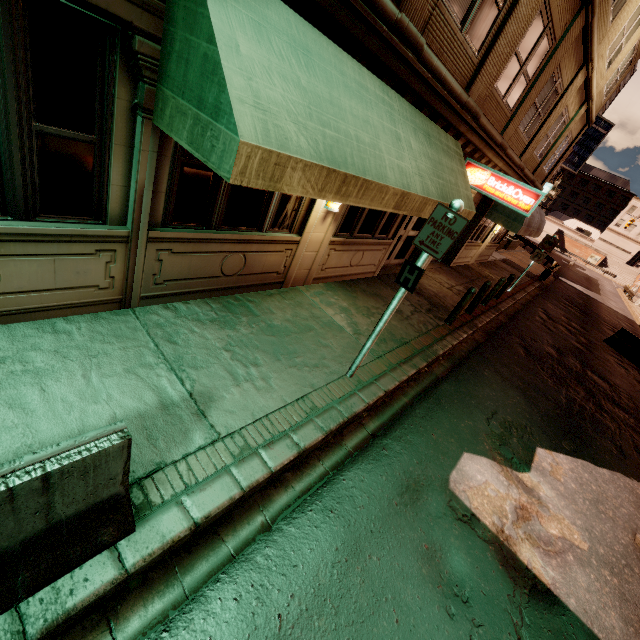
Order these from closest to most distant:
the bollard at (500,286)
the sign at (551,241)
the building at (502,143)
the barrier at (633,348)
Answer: the building at (502,143) → the bollard at (500,286) → the sign at (551,241) → the barrier at (633,348)

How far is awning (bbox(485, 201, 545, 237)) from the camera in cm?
1320

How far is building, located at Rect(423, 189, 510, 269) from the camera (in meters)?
13.62

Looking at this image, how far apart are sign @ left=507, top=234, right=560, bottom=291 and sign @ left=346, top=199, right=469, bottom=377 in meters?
13.8

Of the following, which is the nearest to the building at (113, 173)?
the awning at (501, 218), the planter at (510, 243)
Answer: the awning at (501, 218)

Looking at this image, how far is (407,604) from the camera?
3.2m

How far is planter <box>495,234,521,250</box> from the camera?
26.8 meters

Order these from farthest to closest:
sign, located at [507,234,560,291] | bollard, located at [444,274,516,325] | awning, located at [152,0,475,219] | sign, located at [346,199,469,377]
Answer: sign, located at [507,234,560,291]
bollard, located at [444,274,516,325]
sign, located at [346,199,469,377]
awning, located at [152,0,475,219]
